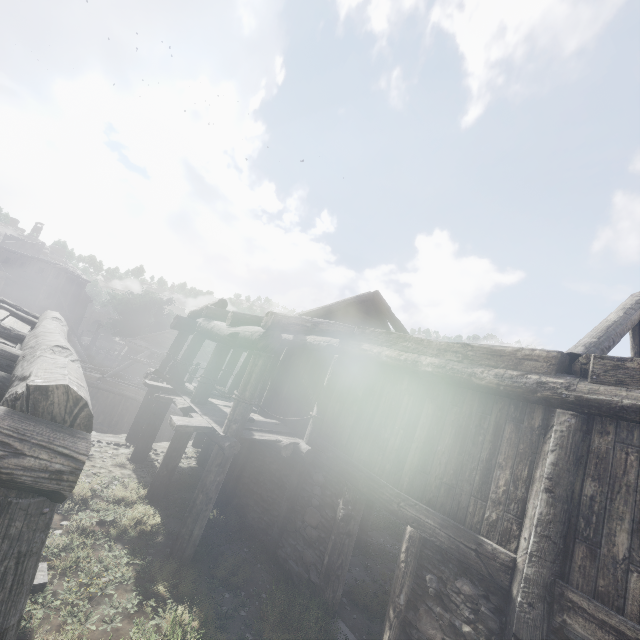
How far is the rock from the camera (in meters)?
10.48

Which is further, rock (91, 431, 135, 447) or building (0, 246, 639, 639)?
rock (91, 431, 135, 447)

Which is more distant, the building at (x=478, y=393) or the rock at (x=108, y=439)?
the rock at (x=108, y=439)

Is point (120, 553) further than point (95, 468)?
No

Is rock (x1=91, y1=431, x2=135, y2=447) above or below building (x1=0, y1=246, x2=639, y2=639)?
below

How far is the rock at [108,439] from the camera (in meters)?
10.48
